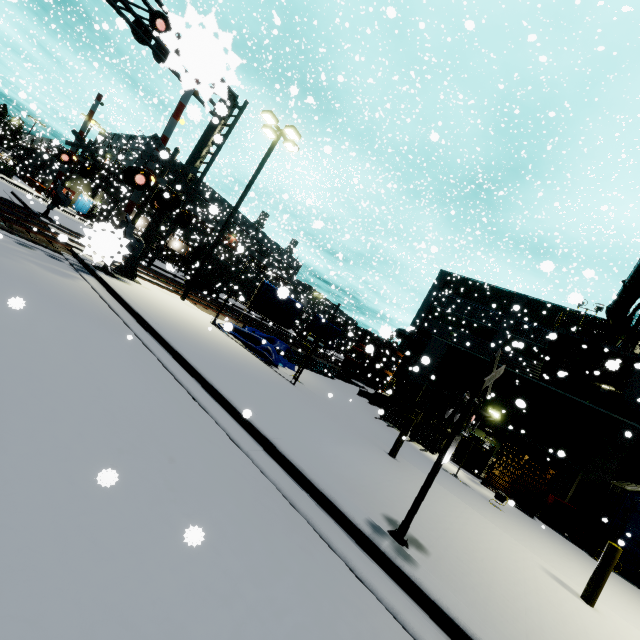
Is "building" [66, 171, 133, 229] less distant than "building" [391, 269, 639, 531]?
No

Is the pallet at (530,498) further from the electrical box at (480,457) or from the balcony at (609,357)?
the balcony at (609,357)

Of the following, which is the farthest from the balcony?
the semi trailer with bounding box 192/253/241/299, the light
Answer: the light

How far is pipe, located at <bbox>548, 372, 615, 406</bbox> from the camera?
16.1 meters

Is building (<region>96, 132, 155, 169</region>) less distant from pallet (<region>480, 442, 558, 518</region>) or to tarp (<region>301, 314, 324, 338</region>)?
pallet (<region>480, 442, 558, 518</region>)

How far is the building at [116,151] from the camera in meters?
42.3 m

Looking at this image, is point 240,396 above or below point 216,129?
below

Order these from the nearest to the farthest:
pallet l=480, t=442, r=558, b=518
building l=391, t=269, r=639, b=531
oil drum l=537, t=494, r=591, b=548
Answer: oil drum l=537, t=494, r=591, b=548 → pallet l=480, t=442, r=558, b=518 → building l=391, t=269, r=639, b=531
